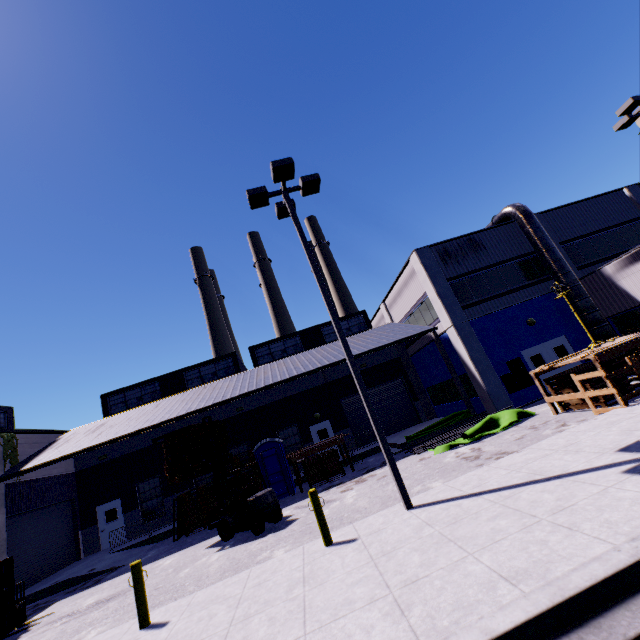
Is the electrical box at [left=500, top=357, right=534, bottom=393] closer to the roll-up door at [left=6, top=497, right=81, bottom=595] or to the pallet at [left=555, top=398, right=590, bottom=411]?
the pallet at [left=555, top=398, right=590, bottom=411]

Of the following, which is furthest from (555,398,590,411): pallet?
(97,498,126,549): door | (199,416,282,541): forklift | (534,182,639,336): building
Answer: (97,498,126,549): door

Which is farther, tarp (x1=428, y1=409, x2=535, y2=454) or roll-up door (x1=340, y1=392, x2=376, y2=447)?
roll-up door (x1=340, y1=392, x2=376, y2=447)

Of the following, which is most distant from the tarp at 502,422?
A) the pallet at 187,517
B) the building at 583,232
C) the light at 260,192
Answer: the pallet at 187,517

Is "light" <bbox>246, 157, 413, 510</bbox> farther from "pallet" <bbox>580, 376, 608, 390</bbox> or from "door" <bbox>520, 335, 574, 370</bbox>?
"door" <bbox>520, 335, 574, 370</bbox>

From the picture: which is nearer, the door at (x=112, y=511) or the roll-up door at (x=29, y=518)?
the roll-up door at (x=29, y=518)

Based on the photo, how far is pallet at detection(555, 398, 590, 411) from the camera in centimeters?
1116cm

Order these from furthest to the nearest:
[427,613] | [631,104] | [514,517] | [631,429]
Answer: [631,104]
[631,429]
[514,517]
[427,613]
